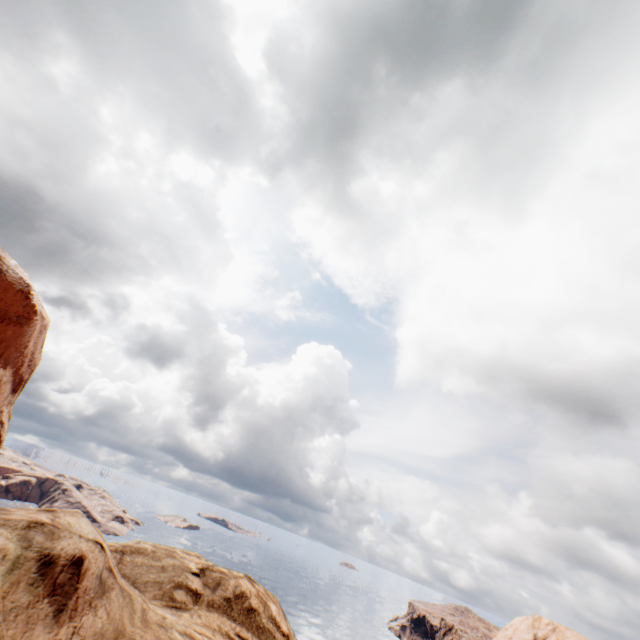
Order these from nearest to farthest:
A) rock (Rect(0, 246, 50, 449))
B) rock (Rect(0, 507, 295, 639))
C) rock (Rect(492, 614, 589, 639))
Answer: rock (Rect(0, 507, 295, 639)) → rock (Rect(0, 246, 50, 449)) → rock (Rect(492, 614, 589, 639))

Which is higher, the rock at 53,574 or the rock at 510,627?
the rock at 53,574

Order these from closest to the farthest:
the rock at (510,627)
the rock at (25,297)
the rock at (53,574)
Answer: the rock at (53,574)
the rock at (25,297)
the rock at (510,627)

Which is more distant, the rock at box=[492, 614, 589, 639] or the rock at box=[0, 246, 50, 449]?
the rock at box=[492, 614, 589, 639]

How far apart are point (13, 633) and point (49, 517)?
2.40m

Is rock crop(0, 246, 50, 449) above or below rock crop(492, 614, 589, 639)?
above
